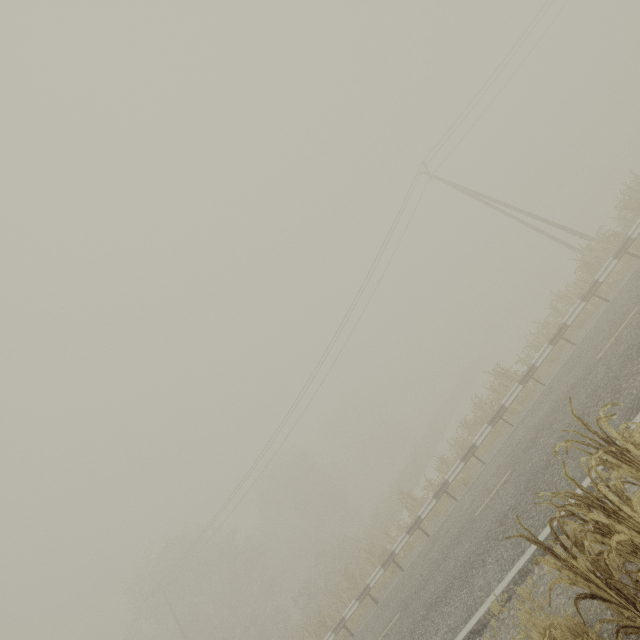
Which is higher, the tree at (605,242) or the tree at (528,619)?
the tree at (605,242)

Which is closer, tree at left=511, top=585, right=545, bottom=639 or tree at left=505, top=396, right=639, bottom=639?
tree at left=505, top=396, right=639, bottom=639

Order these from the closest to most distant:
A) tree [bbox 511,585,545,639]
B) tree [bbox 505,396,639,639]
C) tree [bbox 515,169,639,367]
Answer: tree [bbox 505,396,639,639], tree [bbox 511,585,545,639], tree [bbox 515,169,639,367]

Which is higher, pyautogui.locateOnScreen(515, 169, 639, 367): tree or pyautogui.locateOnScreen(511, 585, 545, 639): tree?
pyautogui.locateOnScreen(515, 169, 639, 367): tree

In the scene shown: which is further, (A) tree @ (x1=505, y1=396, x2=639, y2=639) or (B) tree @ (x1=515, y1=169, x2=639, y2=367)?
(B) tree @ (x1=515, y1=169, x2=639, y2=367)

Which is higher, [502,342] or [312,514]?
[312,514]

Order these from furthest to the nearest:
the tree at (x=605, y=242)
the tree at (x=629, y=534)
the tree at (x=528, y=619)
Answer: the tree at (x=605, y=242), the tree at (x=528, y=619), the tree at (x=629, y=534)
